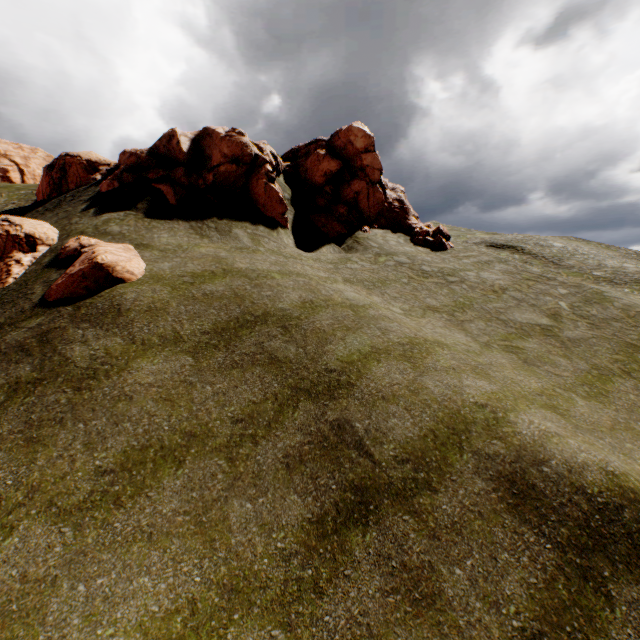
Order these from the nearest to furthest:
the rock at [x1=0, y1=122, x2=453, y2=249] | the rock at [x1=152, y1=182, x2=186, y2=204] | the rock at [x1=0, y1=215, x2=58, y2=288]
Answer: the rock at [x1=0, y1=215, x2=58, y2=288], the rock at [x1=152, y1=182, x2=186, y2=204], the rock at [x1=0, y1=122, x2=453, y2=249]

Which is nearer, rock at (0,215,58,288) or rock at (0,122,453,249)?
rock at (0,215,58,288)

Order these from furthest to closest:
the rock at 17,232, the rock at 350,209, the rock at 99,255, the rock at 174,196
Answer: the rock at 350,209 → the rock at 174,196 → the rock at 17,232 → the rock at 99,255

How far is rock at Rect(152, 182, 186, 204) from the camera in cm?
1783

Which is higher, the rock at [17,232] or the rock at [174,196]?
the rock at [174,196]

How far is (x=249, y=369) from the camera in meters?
9.8 m
